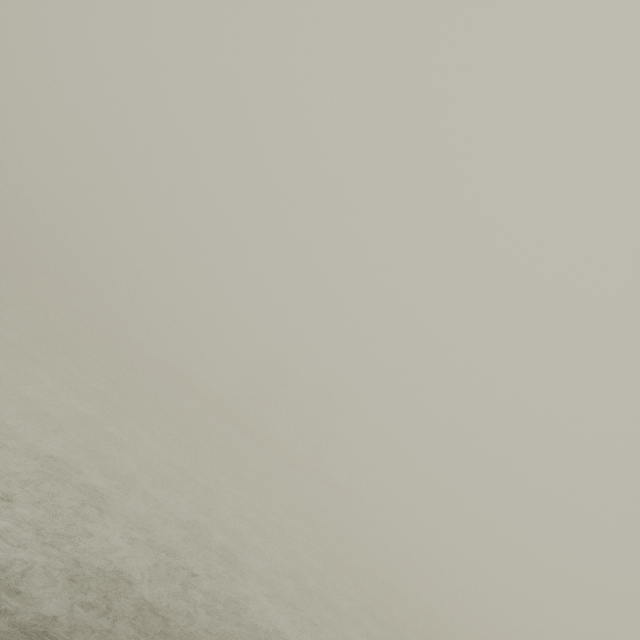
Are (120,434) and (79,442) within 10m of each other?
yes
